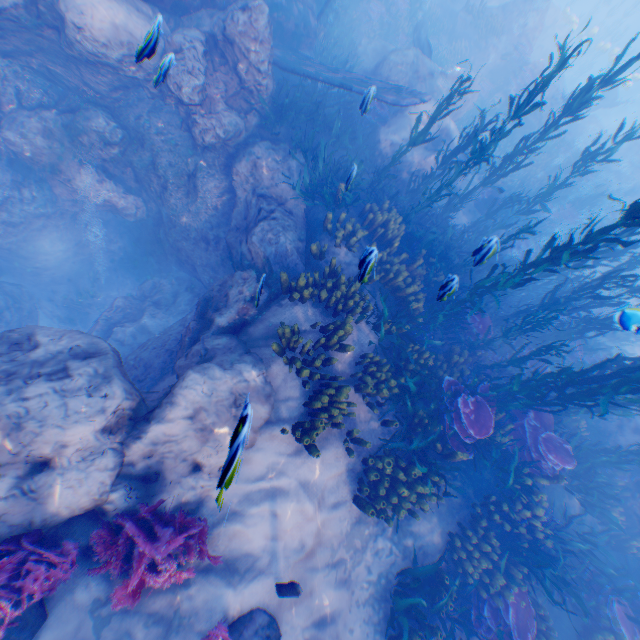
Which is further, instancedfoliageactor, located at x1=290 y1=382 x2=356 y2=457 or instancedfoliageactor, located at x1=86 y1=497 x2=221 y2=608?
instancedfoliageactor, located at x1=290 y1=382 x2=356 y2=457

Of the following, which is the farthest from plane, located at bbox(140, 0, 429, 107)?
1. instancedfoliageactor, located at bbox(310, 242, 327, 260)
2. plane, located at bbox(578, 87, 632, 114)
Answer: plane, located at bbox(578, 87, 632, 114)

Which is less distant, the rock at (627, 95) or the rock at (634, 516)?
the rock at (634, 516)

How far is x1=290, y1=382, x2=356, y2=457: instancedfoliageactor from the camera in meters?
5.9 m

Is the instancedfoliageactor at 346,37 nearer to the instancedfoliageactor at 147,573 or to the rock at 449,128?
the rock at 449,128

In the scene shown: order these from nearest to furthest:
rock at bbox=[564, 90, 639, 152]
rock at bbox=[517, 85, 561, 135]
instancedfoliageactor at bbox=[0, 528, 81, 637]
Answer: instancedfoliageactor at bbox=[0, 528, 81, 637] → rock at bbox=[517, 85, 561, 135] → rock at bbox=[564, 90, 639, 152]

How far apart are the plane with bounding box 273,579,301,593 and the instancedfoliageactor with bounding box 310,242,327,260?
6.4 meters

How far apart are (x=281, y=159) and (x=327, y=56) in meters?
6.6 m
